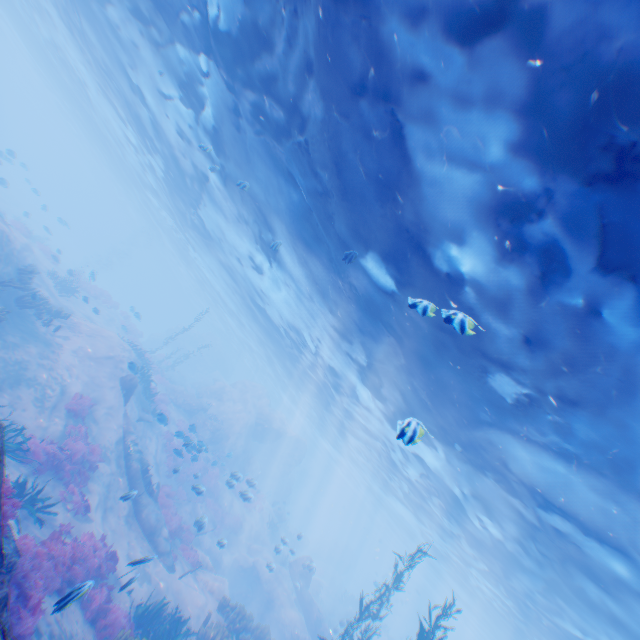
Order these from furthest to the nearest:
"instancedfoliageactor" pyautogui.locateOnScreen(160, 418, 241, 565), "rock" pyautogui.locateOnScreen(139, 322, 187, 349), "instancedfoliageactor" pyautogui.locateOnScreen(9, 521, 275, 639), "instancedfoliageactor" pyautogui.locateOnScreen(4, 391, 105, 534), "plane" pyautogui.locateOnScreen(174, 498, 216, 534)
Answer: "rock" pyautogui.locateOnScreen(139, 322, 187, 349) → "instancedfoliageactor" pyautogui.locateOnScreen(160, 418, 241, 565) → "plane" pyautogui.locateOnScreen(174, 498, 216, 534) → "instancedfoliageactor" pyautogui.locateOnScreen(4, 391, 105, 534) → "instancedfoliageactor" pyautogui.locateOnScreen(9, 521, 275, 639)

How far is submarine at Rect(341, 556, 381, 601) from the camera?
54.4m

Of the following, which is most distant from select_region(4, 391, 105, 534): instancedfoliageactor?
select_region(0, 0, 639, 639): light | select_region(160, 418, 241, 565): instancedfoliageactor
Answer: select_region(160, 418, 241, 565): instancedfoliageactor

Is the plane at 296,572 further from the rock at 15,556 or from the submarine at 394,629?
the submarine at 394,629

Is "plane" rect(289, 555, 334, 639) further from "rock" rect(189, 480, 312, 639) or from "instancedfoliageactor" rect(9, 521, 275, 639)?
"instancedfoliageactor" rect(9, 521, 275, 639)

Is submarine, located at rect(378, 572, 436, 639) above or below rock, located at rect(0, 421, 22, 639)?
above

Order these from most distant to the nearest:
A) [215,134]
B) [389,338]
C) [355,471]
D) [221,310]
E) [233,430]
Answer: [221,310], [355,471], [233,430], [215,134], [389,338]

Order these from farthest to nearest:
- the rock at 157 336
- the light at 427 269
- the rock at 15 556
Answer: the rock at 157 336 → the light at 427 269 → the rock at 15 556
